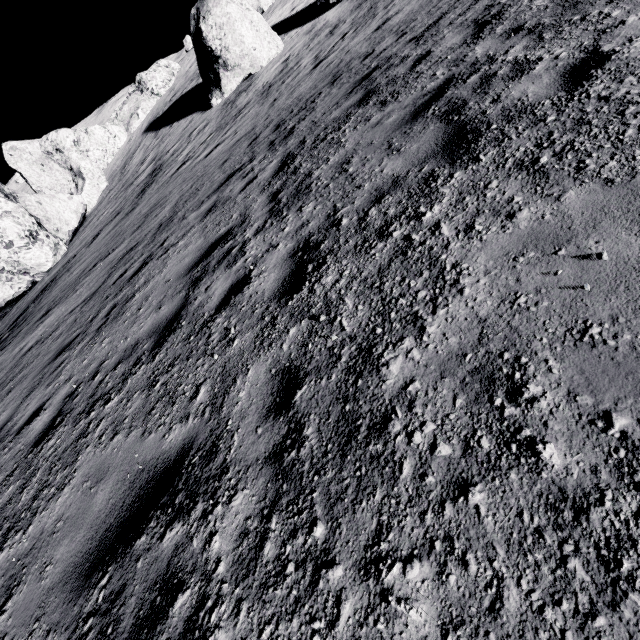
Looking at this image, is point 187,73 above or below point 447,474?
above

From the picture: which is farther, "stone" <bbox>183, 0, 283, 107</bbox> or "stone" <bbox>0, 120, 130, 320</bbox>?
"stone" <bbox>0, 120, 130, 320</bbox>

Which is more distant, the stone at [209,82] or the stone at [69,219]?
the stone at [69,219]
